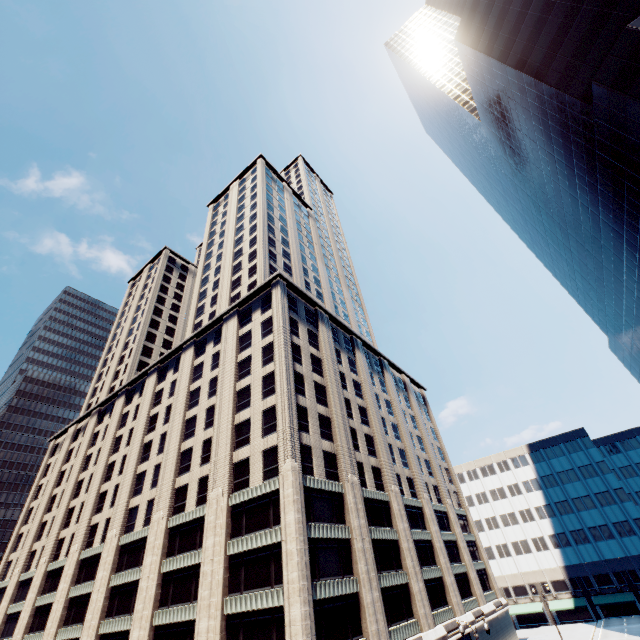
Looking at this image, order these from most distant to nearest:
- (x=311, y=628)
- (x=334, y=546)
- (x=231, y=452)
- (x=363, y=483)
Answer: (x=363, y=483)
(x=231, y=452)
(x=334, y=546)
(x=311, y=628)

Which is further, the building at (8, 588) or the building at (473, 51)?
the building at (473, 51)

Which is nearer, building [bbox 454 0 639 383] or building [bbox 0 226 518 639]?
building [bbox 0 226 518 639]
